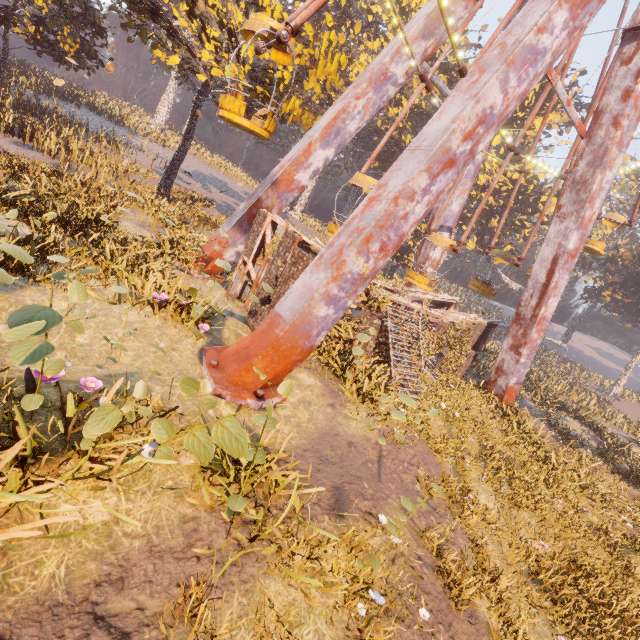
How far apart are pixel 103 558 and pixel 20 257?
5.1 meters

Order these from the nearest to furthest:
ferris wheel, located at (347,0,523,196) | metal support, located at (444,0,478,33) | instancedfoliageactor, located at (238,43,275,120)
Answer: ferris wheel, located at (347,0,523,196), metal support, located at (444,0,478,33), instancedfoliageactor, located at (238,43,275,120)

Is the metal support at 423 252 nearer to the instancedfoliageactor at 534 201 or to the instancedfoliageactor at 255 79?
the instancedfoliageactor at 255 79

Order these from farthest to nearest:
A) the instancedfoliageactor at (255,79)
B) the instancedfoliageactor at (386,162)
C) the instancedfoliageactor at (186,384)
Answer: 1. the instancedfoliageactor at (386,162)
2. the instancedfoliageactor at (255,79)
3. the instancedfoliageactor at (186,384)

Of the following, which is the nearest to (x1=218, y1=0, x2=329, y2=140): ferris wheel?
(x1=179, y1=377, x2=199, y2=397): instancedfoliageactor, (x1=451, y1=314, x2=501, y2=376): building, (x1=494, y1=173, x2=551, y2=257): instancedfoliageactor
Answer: (x1=451, y1=314, x2=501, y2=376): building

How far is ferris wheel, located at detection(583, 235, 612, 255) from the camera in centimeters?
2220cm

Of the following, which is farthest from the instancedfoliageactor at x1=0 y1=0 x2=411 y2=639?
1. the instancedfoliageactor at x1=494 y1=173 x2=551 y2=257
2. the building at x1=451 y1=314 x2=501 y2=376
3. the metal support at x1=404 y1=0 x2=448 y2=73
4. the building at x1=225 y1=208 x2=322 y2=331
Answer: the instancedfoliageactor at x1=494 y1=173 x2=551 y2=257

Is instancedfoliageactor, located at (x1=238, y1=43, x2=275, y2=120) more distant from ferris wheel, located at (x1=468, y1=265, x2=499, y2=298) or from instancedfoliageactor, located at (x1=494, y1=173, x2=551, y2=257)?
instancedfoliageactor, located at (x1=494, y1=173, x2=551, y2=257)
